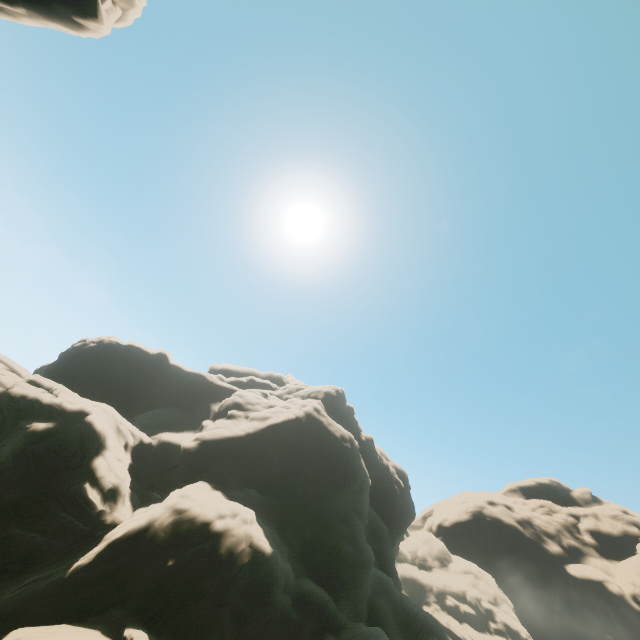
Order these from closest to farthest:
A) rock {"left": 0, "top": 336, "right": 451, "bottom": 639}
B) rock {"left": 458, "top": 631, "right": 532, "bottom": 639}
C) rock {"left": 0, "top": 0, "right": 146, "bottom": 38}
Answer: rock {"left": 0, "top": 336, "right": 451, "bottom": 639} → rock {"left": 0, "top": 0, "right": 146, "bottom": 38} → rock {"left": 458, "top": 631, "right": 532, "bottom": 639}

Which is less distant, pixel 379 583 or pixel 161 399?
pixel 379 583

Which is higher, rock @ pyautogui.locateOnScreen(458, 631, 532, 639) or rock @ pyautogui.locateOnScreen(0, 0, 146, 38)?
rock @ pyautogui.locateOnScreen(0, 0, 146, 38)

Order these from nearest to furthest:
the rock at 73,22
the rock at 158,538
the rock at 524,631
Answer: the rock at 158,538 → the rock at 73,22 → the rock at 524,631

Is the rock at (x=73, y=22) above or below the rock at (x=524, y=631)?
above

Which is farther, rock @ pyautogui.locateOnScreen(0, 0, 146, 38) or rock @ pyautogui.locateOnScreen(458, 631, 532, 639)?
rock @ pyautogui.locateOnScreen(458, 631, 532, 639)
